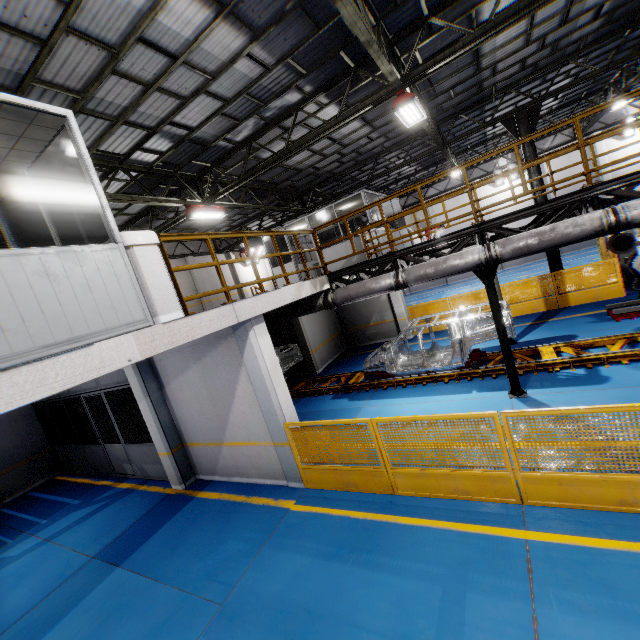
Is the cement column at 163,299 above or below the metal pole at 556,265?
above

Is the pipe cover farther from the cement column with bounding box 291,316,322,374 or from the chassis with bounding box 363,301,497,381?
the cement column with bounding box 291,316,322,374

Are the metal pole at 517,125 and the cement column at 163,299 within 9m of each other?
no

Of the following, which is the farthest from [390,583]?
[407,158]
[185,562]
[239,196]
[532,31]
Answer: [407,158]

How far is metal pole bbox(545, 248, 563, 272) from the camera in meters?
13.4 m

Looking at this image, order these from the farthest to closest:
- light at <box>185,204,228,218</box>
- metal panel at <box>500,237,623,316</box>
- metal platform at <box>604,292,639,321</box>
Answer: metal panel at <box>500,237,623,316</box>
light at <box>185,204,228,218</box>
metal platform at <box>604,292,639,321</box>

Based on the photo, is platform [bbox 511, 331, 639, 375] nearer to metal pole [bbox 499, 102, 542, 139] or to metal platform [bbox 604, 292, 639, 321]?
metal platform [bbox 604, 292, 639, 321]

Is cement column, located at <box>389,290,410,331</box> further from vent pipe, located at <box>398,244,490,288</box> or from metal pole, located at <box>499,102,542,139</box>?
vent pipe, located at <box>398,244,490,288</box>
